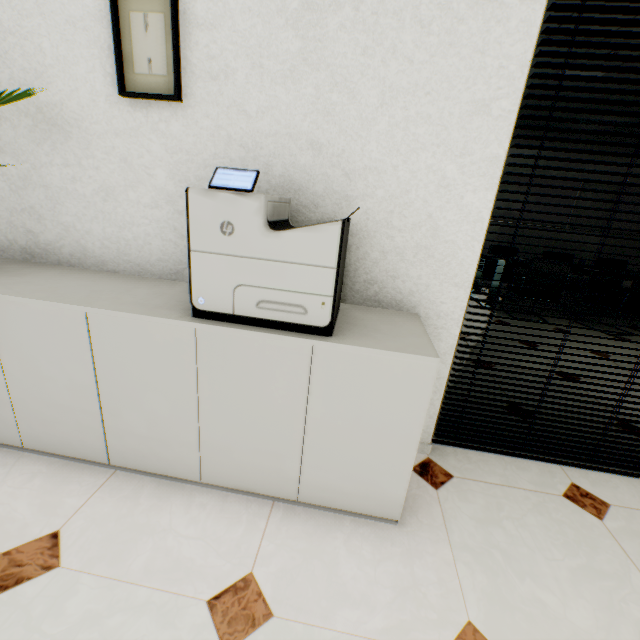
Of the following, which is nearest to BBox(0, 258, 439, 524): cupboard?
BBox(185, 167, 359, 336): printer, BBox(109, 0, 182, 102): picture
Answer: BBox(185, 167, 359, 336): printer

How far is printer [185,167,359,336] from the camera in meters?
1.0

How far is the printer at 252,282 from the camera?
1.0m

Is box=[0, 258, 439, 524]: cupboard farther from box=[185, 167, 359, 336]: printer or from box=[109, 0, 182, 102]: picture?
box=[109, 0, 182, 102]: picture

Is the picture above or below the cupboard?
above

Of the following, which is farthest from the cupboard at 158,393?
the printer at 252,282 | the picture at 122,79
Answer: the picture at 122,79

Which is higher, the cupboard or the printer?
the printer

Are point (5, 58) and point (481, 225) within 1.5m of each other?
no
